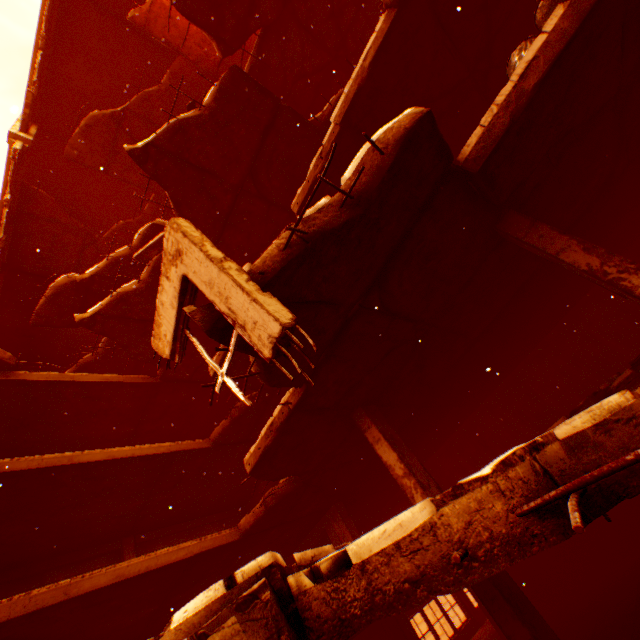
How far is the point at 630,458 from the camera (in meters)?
1.27

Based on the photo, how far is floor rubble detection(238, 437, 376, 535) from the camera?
8.6 meters

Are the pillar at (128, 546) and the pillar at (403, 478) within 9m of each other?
no

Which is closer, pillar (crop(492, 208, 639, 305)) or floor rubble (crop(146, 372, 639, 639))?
floor rubble (crop(146, 372, 639, 639))

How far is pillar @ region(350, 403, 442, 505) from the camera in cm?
627

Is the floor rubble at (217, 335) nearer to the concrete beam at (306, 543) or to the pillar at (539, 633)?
the concrete beam at (306, 543)

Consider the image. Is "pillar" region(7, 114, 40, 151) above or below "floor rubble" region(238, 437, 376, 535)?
above

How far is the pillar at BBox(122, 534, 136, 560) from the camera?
11.0m
